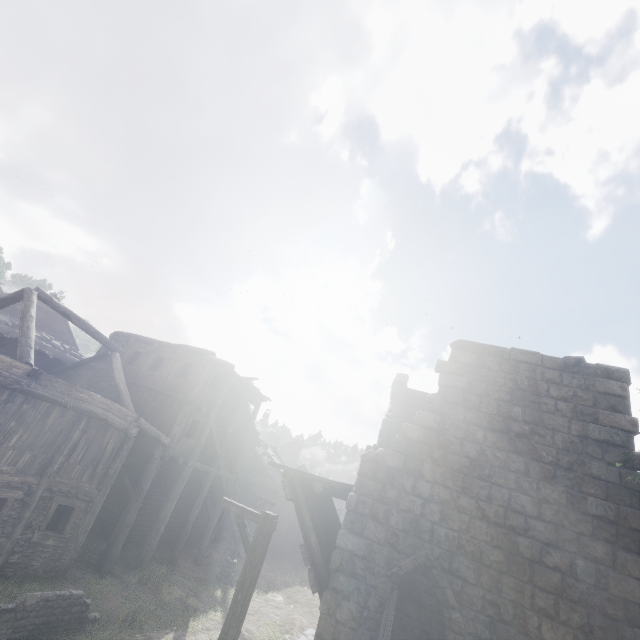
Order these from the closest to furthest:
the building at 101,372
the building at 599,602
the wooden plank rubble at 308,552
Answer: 1. the building at 599,602
2. the wooden plank rubble at 308,552
3. the building at 101,372

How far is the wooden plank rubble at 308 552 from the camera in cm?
780

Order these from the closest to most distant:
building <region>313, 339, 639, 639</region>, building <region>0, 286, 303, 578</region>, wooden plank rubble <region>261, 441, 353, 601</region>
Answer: building <region>313, 339, 639, 639</region> < wooden plank rubble <region>261, 441, 353, 601</region> < building <region>0, 286, 303, 578</region>

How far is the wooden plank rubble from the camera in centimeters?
780cm

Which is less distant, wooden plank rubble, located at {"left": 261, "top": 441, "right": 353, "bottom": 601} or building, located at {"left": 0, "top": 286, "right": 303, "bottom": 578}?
wooden plank rubble, located at {"left": 261, "top": 441, "right": 353, "bottom": 601}

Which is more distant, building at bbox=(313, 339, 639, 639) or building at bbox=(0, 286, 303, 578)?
building at bbox=(0, 286, 303, 578)

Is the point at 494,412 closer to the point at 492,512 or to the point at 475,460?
the point at 475,460
